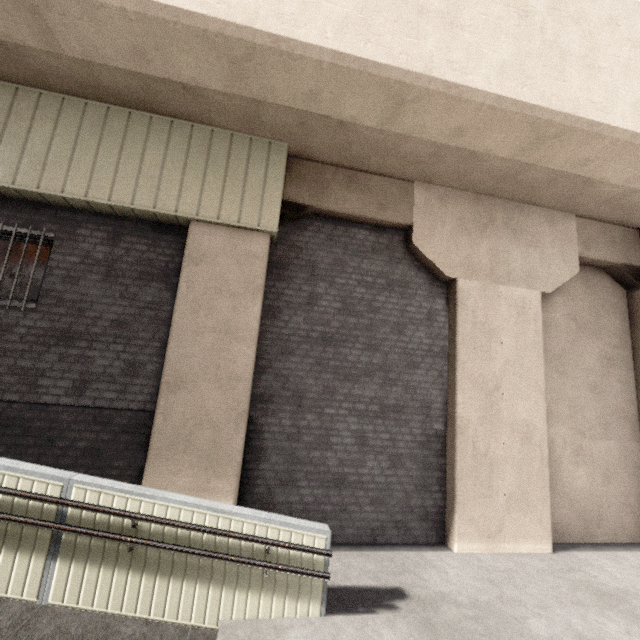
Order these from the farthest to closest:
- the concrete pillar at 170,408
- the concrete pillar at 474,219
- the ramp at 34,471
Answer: the concrete pillar at 474,219 < the concrete pillar at 170,408 < the ramp at 34,471

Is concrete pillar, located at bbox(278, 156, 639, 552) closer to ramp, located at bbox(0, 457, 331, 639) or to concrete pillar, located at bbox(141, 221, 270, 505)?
concrete pillar, located at bbox(141, 221, 270, 505)

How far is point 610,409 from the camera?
7.1m

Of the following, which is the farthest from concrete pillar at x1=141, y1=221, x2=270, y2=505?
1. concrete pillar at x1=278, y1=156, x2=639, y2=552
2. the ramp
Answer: the ramp

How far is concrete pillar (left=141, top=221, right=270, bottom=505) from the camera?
4.8m

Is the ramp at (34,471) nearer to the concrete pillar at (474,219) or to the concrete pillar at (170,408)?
the concrete pillar at (170,408)
